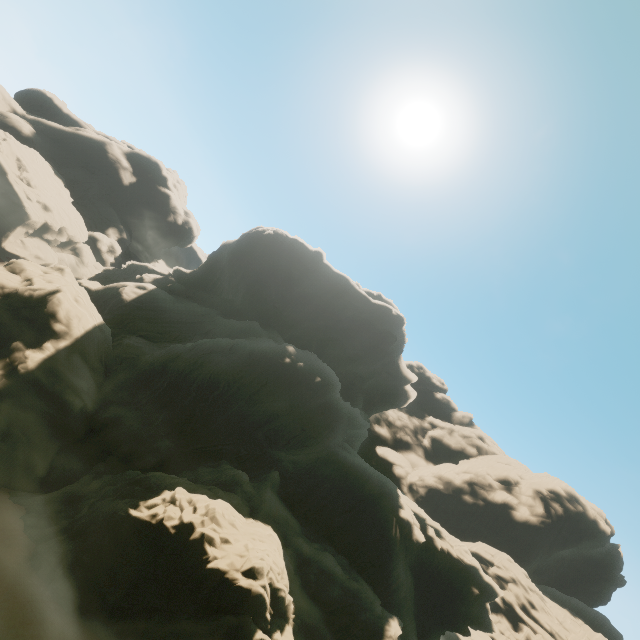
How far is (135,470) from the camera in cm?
2894
